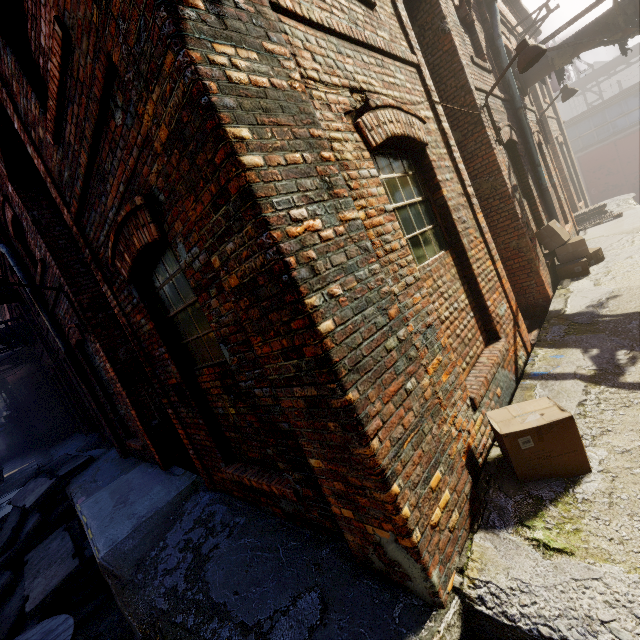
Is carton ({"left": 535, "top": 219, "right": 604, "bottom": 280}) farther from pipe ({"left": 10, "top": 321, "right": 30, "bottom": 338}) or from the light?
pipe ({"left": 10, "top": 321, "right": 30, "bottom": 338})

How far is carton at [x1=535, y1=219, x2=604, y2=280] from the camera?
6.4m

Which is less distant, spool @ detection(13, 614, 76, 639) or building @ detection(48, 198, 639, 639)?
building @ detection(48, 198, 639, 639)

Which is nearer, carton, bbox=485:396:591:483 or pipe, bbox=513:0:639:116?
carton, bbox=485:396:591:483

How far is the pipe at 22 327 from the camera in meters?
12.3 m

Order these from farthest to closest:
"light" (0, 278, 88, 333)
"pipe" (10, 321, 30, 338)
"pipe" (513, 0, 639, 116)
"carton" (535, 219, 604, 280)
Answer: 1. "pipe" (10, 321, 30, 338)
2. "pipe" (513, 0, 639, 116)
3. "carton" (535, 219, 604, 280)
4. "light" (0, 278, 88, 333)

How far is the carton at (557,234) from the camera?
6.4m

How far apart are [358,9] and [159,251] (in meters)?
3.18
